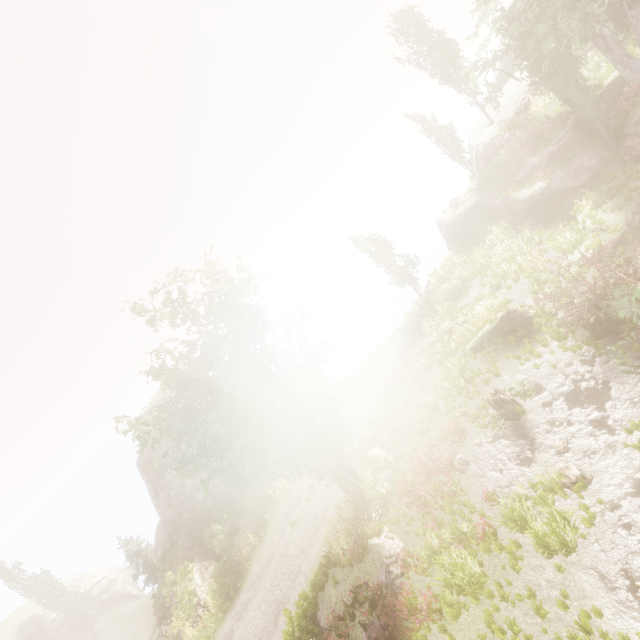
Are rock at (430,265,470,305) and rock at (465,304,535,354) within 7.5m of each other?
yes

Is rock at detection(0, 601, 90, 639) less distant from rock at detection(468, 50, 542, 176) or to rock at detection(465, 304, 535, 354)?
rock at detection(465, 304, 535, 354)

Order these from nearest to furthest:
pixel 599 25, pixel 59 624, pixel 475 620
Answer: pixel 475 620, pixel 599 25, pixel 59 624

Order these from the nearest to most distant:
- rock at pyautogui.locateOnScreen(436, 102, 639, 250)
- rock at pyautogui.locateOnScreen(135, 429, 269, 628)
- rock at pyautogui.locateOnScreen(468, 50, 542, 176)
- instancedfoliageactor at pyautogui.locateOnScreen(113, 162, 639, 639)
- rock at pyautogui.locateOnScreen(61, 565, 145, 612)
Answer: instancedfoliageactor at pyautogui.locateOnScreen(113, 162, 639, 639)
rock at pyautogui.locateOnScreen(436, 102, 639, 250)
rock at pyautogui.locateOnScreen(135, 429, 269, 628)
rock at pyautogui.locateOnScreen(468, 50, 542, 176)
rock at pyautogui.locateOnScreen(61, 565, 145, 612)

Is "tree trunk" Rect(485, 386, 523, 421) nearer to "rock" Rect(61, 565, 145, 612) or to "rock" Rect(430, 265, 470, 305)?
"rock" Rect(430, 265, 470, 305)

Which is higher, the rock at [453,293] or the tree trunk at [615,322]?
the rock at [453,293]

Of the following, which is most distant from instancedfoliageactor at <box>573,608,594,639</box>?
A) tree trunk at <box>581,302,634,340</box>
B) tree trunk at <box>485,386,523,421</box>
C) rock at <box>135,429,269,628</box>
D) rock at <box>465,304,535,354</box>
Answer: tree trunk at <box>485,386,523,421</box>

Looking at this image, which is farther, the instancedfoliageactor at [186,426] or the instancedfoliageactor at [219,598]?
the instancedfoliageactor at [219,598]
